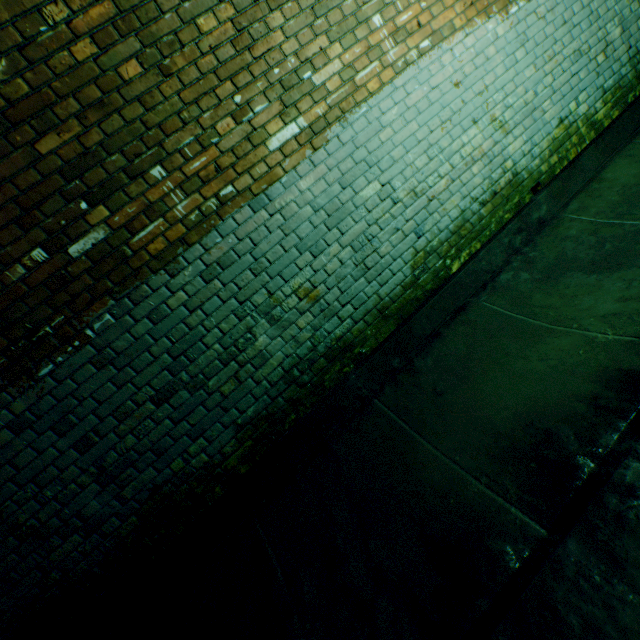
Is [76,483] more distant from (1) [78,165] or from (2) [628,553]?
(2) [628,553]
